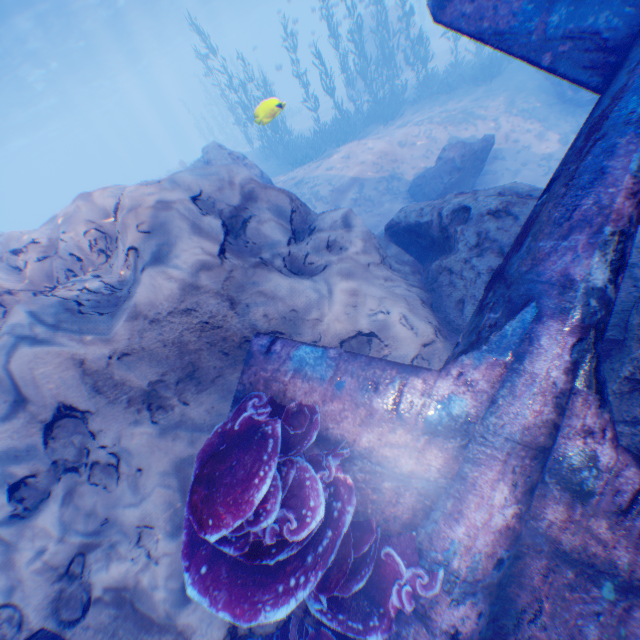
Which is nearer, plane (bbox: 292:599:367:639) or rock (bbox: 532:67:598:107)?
plane (bbox: 292:599:367:639)

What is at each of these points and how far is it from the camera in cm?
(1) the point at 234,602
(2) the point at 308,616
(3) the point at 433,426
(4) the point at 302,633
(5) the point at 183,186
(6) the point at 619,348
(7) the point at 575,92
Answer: (1) instancedfoliageactor, 259
(2) plane, 315
(3) plane, 281
(4) instancedfoliageactor, 335
(5) rock, 486
(6) rock, 342
(7) rock, 1206

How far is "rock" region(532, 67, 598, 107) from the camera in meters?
11.9 m

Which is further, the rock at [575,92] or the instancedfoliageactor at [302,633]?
the rock at [575,92]

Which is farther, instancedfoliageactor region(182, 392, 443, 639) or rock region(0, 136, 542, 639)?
rock region(0, 136, 542, 639)

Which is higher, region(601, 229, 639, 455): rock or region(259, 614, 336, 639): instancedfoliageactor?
region(601, 229, 639, 455): rock

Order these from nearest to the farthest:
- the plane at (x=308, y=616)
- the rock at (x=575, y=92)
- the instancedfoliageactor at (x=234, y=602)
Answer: the instancedfoliageactor at (x=234, y=602), the plane at (x=308, y=616), the rock at (x=575, y=92)

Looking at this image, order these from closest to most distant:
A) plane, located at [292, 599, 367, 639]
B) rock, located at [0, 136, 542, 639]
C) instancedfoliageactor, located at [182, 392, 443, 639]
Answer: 1. instancedfoliageactor, located at [182, 392, 443, 639]
2. plane, located at [292, 599, 367, 639]
3. rock, located at [0, 136, 542, 639]
